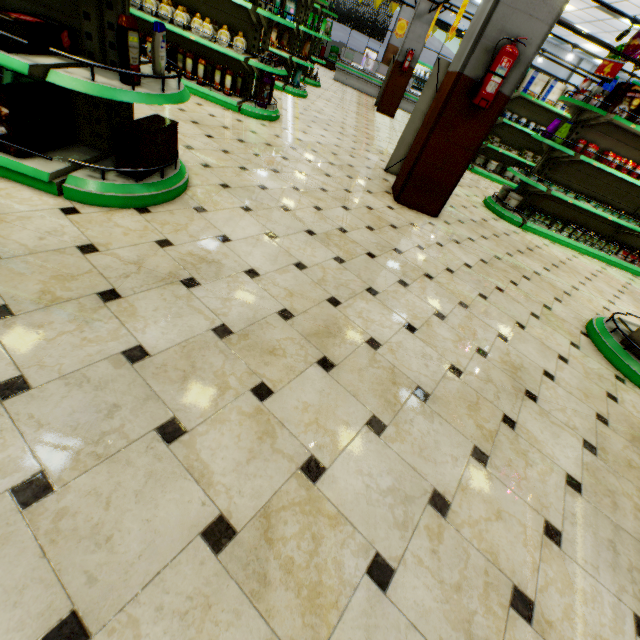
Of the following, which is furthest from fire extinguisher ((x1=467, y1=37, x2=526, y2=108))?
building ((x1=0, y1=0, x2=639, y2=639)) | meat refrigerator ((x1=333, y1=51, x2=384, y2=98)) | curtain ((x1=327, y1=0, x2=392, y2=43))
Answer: curtain ((x1=327, y1=0, x2=392, y2=43))

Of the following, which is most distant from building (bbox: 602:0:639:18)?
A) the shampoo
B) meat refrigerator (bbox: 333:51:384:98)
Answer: the shampoo

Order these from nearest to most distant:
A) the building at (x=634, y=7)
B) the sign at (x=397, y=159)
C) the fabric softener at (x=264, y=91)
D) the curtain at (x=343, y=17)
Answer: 1. the sign at (x=397, y=159)
2. the fabric softener at (x=264, y=91)
3. the building at (x=634, y=7)
4. the curtain at (x=343, y=17)

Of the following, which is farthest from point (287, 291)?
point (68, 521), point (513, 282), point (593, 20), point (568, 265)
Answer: point (593, 20)

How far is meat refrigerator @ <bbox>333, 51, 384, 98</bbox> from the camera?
14.8m

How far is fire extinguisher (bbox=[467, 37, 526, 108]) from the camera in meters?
3.3 m

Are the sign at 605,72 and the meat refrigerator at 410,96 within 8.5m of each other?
no

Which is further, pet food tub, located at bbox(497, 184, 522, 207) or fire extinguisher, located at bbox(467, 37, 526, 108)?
pet food tub, located at bbox(497, 184, 522, 207)
